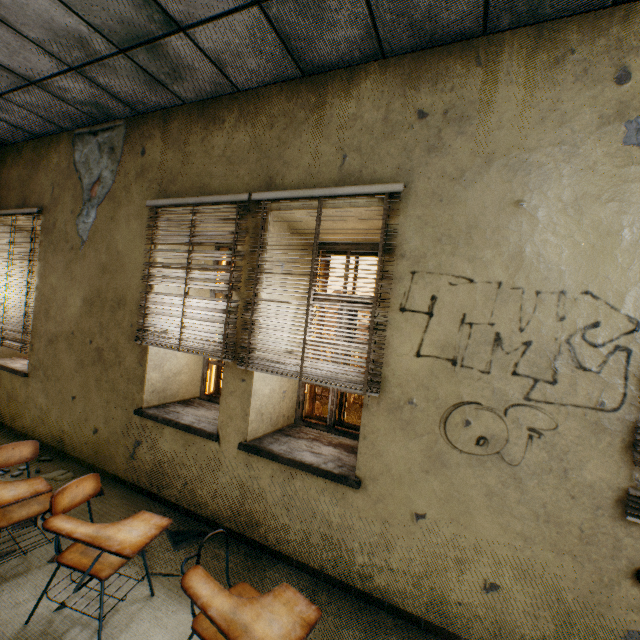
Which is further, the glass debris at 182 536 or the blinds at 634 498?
the glass debris at 182 536

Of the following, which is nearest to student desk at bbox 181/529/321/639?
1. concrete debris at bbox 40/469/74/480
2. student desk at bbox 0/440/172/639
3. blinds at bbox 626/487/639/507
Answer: student desk at bbox 0/440/172/639

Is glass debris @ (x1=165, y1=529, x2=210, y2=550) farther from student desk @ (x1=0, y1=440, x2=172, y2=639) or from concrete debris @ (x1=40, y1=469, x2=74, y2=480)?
concrete debris @ (x1=40, y1=469, x2=74, y2=480)

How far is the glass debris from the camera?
2.7 meters

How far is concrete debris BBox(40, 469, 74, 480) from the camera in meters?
3.4 m

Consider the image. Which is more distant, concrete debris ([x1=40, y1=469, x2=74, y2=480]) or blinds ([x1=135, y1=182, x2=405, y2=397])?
concrete debris ([x1=40, y1=469, x2=74, y2=480])

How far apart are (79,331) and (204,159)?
2.5m

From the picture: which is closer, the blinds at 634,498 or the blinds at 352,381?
the blinds at 634,498
